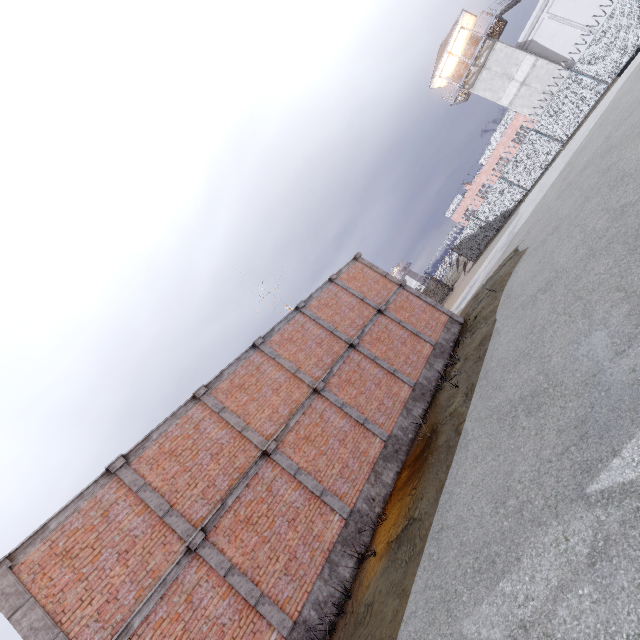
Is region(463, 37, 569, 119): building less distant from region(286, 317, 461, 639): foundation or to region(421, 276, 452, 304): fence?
region(421, 276, 452, 304): fence

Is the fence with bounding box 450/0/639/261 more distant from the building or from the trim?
the trim

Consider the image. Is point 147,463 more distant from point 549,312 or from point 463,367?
point 549,312

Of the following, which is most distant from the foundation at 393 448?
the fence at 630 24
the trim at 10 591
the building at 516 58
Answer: the building at 516 58

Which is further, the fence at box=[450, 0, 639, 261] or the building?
the building

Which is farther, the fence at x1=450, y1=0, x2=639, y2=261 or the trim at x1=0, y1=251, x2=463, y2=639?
the fence at x1=450, y1=0, x2=639, y2=261

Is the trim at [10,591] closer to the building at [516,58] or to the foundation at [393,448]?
the foundation at [393,448]
